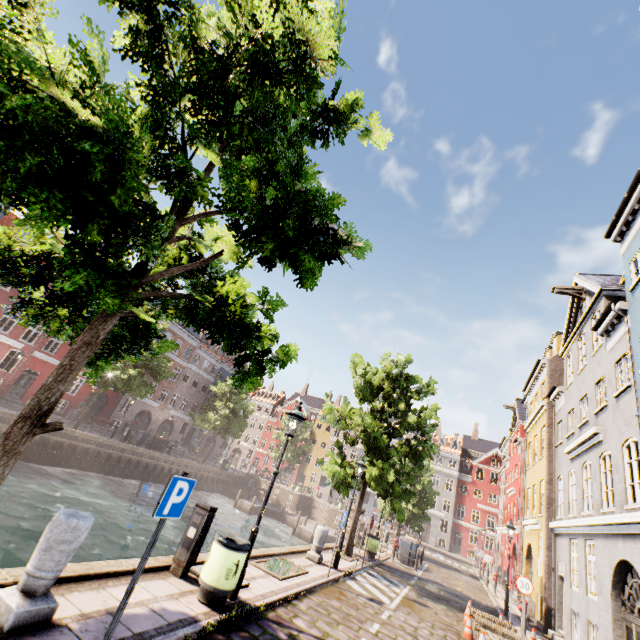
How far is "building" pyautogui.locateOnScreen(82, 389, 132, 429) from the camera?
34.12m

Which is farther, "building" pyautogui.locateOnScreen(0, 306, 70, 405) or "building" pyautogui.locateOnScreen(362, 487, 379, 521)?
"building" pyautogui.locateOnScreen(362, 487, 379, 521)

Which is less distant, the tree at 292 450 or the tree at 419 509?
the tree at 419 509

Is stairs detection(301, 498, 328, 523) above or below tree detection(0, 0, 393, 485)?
below

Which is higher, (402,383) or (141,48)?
(402,383)

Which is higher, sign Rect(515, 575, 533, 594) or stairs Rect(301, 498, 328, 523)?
sign Rect(515, 575, 533, 594)

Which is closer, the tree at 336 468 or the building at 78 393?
the tree at 336 468

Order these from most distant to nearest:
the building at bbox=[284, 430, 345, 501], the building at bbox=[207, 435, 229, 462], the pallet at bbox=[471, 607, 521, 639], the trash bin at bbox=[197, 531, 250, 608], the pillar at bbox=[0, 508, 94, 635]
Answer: the building at bbox=[284, 430, 345, 501], the building at bbox=[207, 435, 229, 462], the pallet at bbox=[471, 607, 521, 639], the trash bin at bbox=[197, 531, 250, 608], the pillar at bbox=[0, 508, 94, 635]
